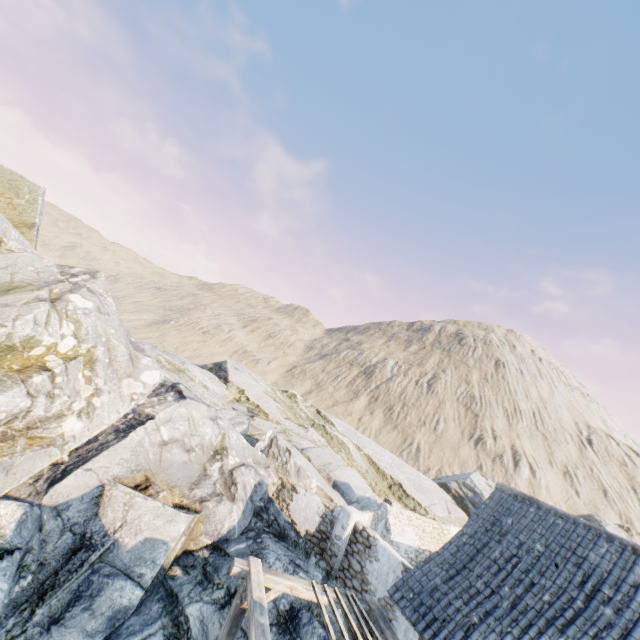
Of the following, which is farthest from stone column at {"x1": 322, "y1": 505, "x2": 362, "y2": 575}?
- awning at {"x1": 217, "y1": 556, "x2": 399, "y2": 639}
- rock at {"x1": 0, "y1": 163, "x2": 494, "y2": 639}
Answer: awning at {"x1": 217, "y1": 556, "x2": 399, "y2": 639}

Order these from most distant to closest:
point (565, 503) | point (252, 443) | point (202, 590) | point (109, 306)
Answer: point (565, 503) → point (252, 443) → point (109, 306) → point (202, 590)

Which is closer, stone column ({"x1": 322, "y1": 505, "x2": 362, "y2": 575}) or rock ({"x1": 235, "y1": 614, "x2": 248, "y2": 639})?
rock ({"x1": 235, "y1": 614, "x2": 248, "y2": 639})

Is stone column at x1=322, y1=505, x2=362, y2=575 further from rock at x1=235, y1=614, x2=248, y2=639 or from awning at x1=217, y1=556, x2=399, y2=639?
awning at x1=217, y1=556, x2=399, y2=639

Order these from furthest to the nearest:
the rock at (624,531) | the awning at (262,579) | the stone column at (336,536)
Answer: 1. the rock at (624,531)
2. the stone column at (336,536)
3. the awning at (262,579)

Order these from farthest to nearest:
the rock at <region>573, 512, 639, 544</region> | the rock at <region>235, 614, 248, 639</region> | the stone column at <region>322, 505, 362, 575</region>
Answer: the rock at <region>573, 512, 639, 544</region>, the stone column at <region>322, 505, 362, 575</region>, the rock at <region>235, 614, 248, 639</region>

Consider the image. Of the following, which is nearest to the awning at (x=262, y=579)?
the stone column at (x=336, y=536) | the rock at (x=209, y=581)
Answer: the rock at (x=209, y=581)
